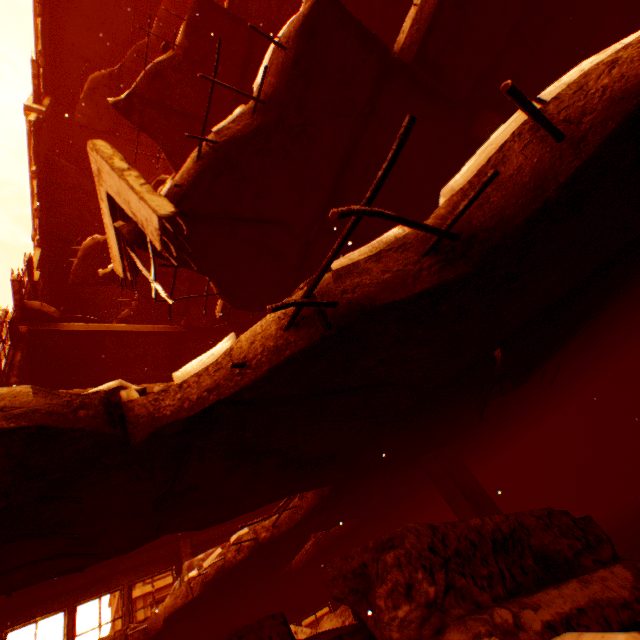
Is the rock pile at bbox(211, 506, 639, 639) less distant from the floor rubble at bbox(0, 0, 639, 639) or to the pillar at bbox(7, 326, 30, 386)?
the pillar at bbox(7, 326, 30, 386)

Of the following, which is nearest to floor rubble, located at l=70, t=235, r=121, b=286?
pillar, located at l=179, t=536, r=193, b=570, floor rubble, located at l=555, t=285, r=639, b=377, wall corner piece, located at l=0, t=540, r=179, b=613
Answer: wall corner piece, located at l=0, t=540, r=179, b=613

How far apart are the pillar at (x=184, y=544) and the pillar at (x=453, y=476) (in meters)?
9.58

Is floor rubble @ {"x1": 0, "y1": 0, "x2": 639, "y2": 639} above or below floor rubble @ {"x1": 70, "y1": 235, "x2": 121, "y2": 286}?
below

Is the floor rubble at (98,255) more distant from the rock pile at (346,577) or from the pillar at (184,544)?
the pillar at (184,544)

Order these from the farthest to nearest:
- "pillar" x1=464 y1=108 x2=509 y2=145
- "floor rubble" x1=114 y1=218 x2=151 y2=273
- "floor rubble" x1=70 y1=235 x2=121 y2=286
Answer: "floor rubble" x1=70 y1=235 x2=121 y2=286, "pillar" x1=464 y1=108 x2=509 y2=145, "floor rubble" x1=114 y1=218 x2=151 y2=273

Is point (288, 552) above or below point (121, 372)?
below

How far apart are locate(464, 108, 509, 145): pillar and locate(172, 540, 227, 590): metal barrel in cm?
878
